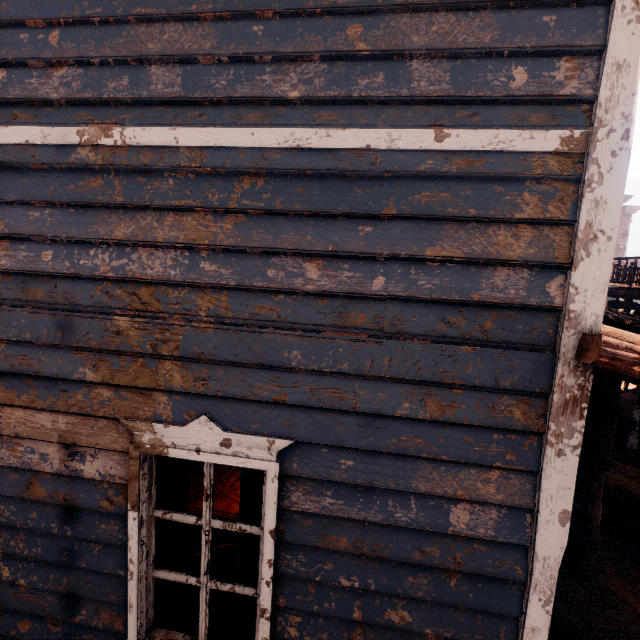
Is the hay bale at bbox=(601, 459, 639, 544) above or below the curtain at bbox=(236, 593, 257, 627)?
below

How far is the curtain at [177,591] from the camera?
2.26m

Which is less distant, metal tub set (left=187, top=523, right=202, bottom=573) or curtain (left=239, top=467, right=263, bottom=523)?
curtain (left=239, top=467, right=263, bottom=523)

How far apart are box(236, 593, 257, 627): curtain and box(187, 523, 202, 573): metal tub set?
1.5m

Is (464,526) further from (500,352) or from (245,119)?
(245,119)

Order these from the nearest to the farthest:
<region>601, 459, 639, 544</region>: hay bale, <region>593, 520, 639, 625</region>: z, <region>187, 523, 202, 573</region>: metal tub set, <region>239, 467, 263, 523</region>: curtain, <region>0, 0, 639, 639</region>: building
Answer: <region>0, 0, 639, 639</region>: building < <region>239, 467, 263, 523</region>: curtain < <region>187, 523, 202, 573</region>: metal tub set < <region>593, 520, 639, 625</region>: z < <region>601, 459, 639, 544</region>: hay bale

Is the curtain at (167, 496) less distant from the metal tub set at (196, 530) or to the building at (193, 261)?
the building at (193, 261)

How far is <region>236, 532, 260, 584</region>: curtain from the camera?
2.15m
